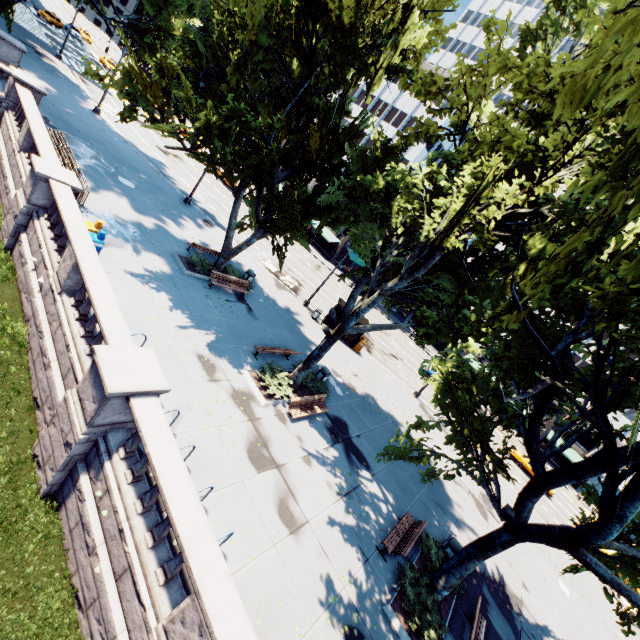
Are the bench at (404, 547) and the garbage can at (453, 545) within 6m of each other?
yes

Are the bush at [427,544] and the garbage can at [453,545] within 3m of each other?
yes

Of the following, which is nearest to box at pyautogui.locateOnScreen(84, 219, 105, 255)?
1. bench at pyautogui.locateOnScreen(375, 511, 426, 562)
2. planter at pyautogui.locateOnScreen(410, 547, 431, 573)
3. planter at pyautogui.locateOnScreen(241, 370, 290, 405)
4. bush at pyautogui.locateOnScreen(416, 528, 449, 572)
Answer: planter at pyautogui.locateOnScreen(241, 370, 290, 405)

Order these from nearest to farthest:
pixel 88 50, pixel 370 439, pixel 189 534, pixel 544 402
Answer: pixel 189 534 < pixel 544 402 < pixel 370 439 < pixel 88 50

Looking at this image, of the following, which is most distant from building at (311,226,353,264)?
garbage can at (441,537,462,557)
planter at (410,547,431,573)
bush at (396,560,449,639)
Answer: bush at (396,560,449,639)

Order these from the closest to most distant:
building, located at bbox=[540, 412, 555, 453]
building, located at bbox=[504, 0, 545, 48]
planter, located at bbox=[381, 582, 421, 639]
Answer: planter, located at bbox=[381, 582, 421, 639] → building, located at bbox=[540, 412, 555, 453] → building, located at bbox=[504, 0, 545, 48]

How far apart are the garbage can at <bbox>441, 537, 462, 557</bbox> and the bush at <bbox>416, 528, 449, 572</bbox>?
0.0m

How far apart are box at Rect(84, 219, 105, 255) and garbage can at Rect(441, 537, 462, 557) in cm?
1870
